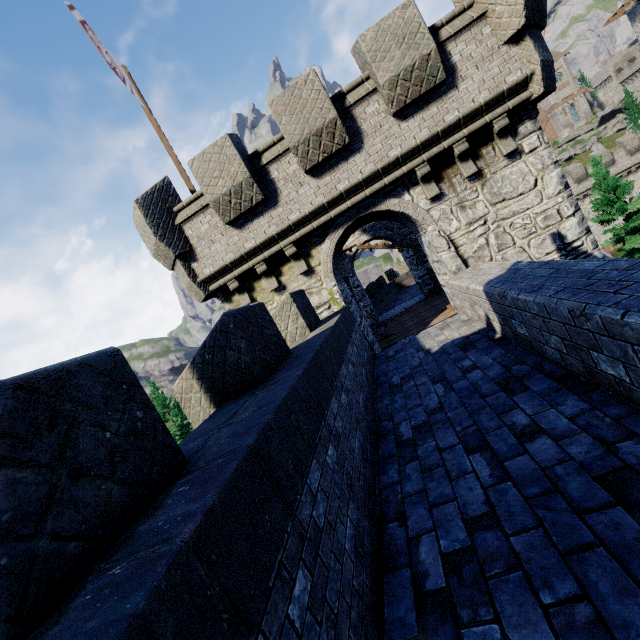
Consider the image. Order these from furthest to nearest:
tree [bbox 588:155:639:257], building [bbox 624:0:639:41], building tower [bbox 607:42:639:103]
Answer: building [bbox 624:0:639:41], building tower [bbox 607:42:639:103], tree [bbox 588:155:639:257]

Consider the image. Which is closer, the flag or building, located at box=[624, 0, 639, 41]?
the flag

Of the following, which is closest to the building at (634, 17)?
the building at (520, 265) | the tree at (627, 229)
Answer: the tree at (627, 229)

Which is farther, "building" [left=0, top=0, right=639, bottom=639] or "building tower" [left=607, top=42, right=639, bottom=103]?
"building tower" [left=607, top=42, right=639, bottom=103]

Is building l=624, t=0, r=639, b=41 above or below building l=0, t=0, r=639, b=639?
above

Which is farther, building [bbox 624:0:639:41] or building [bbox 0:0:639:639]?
building [bbox 624:0:639:41]

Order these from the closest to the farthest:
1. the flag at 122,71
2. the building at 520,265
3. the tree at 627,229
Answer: the building at 520,265
the flag at 122,71
the tree at 627,229

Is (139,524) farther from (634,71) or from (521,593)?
(634,71)
